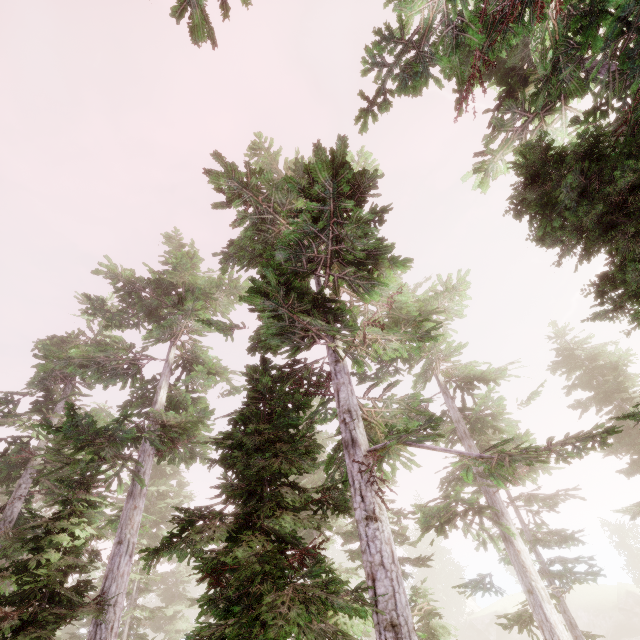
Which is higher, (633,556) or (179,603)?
(179,603)

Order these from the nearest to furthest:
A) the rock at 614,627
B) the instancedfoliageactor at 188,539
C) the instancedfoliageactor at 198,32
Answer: the instancedfoliageactor at 188,539, the instancedfoliageactor at 198,32, the rock at 614,627

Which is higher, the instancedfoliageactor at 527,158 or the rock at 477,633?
the instancedfoliageactor at 527,158

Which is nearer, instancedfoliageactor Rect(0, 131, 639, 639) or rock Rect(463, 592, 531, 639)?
instancedfoliageactor Rect(0, 131, 639, 639)

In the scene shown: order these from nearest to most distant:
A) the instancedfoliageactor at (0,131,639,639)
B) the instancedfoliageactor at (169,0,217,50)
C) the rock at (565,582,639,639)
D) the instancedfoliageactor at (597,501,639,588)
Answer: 1. the instancedfoliageactor at (0,131,639,639)
2. the instancedfoliageactor at (169,0,217,50)
3. the instancedfoliageactor at (597,501,639,588)
4. the rock at (565,582,639,639)
